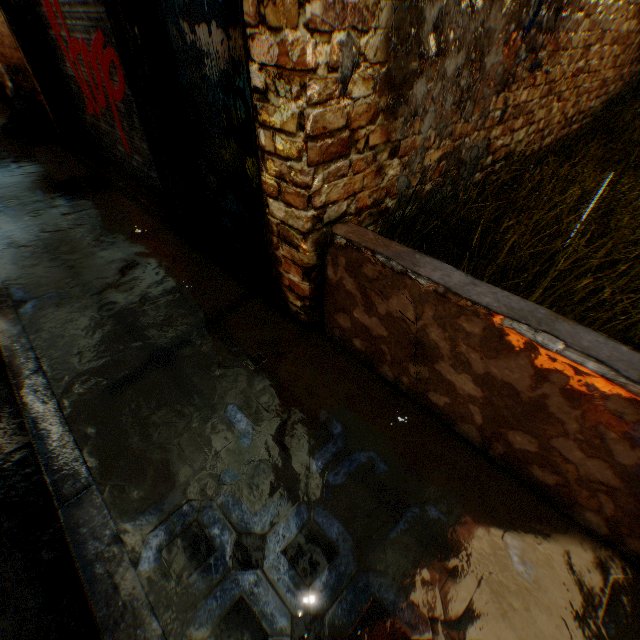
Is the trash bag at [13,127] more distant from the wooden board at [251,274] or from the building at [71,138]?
the wooden board at [251,274]

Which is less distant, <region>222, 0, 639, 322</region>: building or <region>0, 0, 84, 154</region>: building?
<region>222, 0, 639, 322</region>: building

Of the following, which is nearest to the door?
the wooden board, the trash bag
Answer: the wooden board

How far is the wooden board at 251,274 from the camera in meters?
3.1 m

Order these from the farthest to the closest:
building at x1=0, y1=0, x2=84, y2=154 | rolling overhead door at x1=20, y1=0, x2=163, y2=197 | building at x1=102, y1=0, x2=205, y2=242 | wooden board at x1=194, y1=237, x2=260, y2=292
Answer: building at x1=0, y1=0, x2=84, y2=154 < rolling overhead door at x1=20, y1=0, x2=163, y2=197 < wooden board at x1=194, y1=237, x2=260, y2=292 < building at x1=102, y1=0, x2=205, y2=242

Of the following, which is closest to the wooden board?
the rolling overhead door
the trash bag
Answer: the rolling overhead door

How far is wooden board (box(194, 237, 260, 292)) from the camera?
3.09m

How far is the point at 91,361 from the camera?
2.4m
